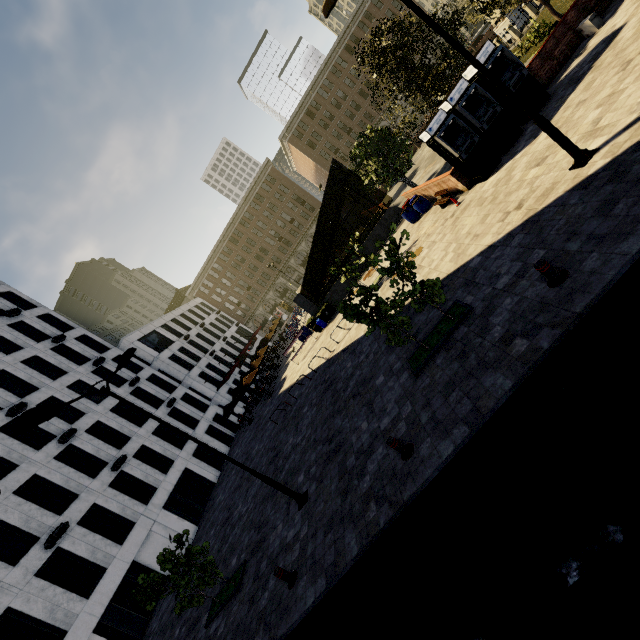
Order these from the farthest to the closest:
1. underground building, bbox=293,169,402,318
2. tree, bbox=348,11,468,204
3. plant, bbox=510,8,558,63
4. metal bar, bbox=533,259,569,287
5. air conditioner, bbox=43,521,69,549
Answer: underground building, bbox=293,169,402,318, plant, bbox=510,8,558,63, air conditioner, bbox=43,521,69,549, tree, bbox=348,11,468,204, metal bar, bbox=533,259,569,287

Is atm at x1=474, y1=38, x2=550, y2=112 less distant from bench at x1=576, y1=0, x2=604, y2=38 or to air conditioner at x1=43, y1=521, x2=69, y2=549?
bench at x1=576, y1=0, x2=604, y2=38

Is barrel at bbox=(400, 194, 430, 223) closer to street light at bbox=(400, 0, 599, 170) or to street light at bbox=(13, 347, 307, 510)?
street light at bbox=(400, 0, 599, 170)

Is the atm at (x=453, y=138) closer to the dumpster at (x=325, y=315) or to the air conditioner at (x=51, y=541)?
the dumpster at (x=325, y=315)

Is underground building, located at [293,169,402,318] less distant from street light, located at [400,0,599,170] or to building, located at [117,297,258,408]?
building, located at [117,297,258,408]

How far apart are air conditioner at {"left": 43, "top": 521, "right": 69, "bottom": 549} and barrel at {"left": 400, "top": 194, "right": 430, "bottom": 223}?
26.39m

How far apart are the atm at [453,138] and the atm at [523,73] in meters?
0.4

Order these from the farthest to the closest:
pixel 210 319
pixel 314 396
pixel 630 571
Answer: pixel 210 319 < pixel 314 396 < pixel 630 571
